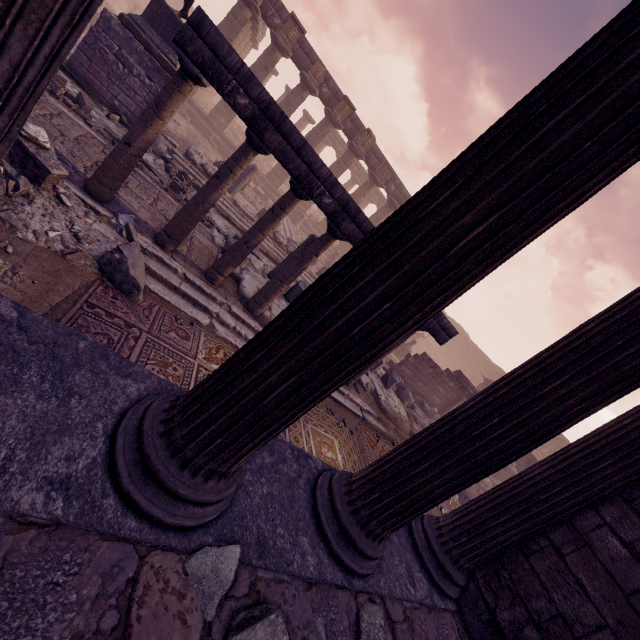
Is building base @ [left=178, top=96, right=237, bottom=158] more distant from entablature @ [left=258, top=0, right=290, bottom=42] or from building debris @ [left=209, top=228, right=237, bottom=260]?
building debris @ [left=209, top=228, right=237, bottom=260]

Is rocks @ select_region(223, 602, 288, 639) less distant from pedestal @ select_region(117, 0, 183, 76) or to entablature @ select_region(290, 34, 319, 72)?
pedestal @ select_region(117, 0, 183, 76)

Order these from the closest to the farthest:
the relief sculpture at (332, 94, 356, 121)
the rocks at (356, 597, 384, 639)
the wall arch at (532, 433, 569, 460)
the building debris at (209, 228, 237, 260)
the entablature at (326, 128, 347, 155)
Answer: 1. the rocks at (356, 597, 384, 639)
2. the building debris at (209, 228, 237, 260)
3. the relief sculpture at (332, 94, 356, 121)
4. the wall arch at (532, 433, 569, 460)
5. the entablature at (326, 128, 347, 155)

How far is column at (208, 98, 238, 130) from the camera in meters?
17.8

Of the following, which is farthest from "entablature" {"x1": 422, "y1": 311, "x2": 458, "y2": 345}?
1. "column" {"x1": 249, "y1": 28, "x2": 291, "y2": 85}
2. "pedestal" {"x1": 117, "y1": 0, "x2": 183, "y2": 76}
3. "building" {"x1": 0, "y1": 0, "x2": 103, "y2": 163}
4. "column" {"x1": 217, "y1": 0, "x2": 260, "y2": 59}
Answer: "column" {"x1": 217, "y1": 0, "x2": 260, "y2": 59}

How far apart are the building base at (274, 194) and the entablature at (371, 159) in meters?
5.3 m

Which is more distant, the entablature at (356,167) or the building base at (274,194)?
the entablature at (356,167)

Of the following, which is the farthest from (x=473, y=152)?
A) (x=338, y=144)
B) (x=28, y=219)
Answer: (x=338, y=144)
